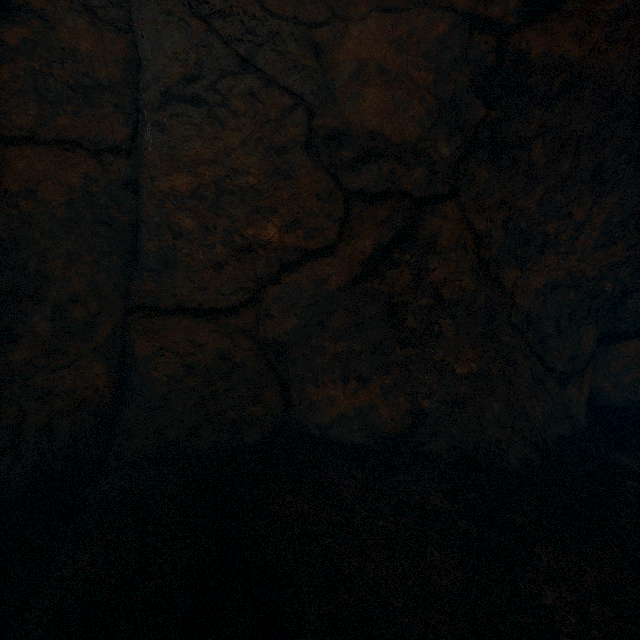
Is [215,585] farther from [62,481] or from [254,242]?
[254,242]
